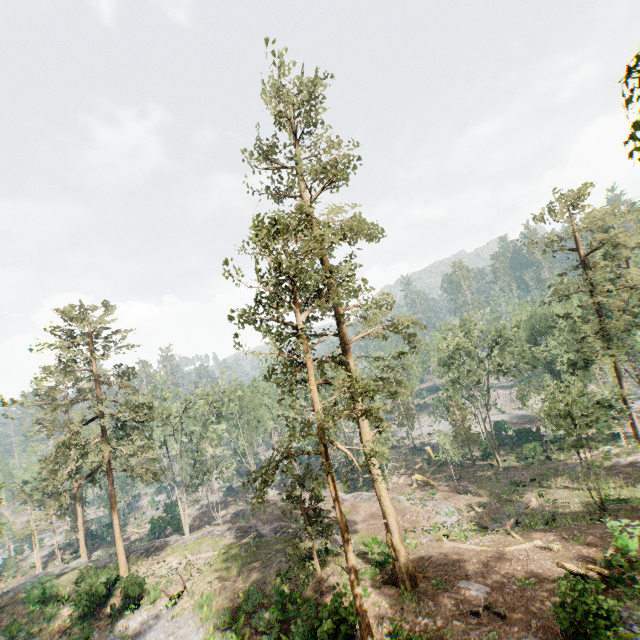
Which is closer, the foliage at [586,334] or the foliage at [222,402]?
the foliage at [222,402]

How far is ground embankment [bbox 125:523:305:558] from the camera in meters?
A: 29.3

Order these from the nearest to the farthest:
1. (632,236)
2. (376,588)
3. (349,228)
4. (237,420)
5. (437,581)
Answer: (349,228)
(437,581)
(376,588)
(237,420)
(632,236)

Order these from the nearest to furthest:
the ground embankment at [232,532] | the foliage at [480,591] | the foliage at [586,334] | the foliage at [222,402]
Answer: the foliage at [222,402] → the foliage at [480,591] → the foliage at [586,334] → the ground embankment at [232,532]

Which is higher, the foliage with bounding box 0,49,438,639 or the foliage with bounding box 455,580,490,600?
the foliage with bounding box 0,49,438,639

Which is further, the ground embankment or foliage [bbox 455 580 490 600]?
the ground embankment

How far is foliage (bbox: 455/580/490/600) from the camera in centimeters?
1655cm

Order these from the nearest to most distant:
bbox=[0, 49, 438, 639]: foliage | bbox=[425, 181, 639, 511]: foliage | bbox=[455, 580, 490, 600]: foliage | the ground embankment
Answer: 1. bbox=[0, 49, 438, 639]: foliage
2. bbox=[455, 580, 490, 600]: foliage
3. bbox=[425, 181, 639, 511]: foliage
4. the ground embankment
